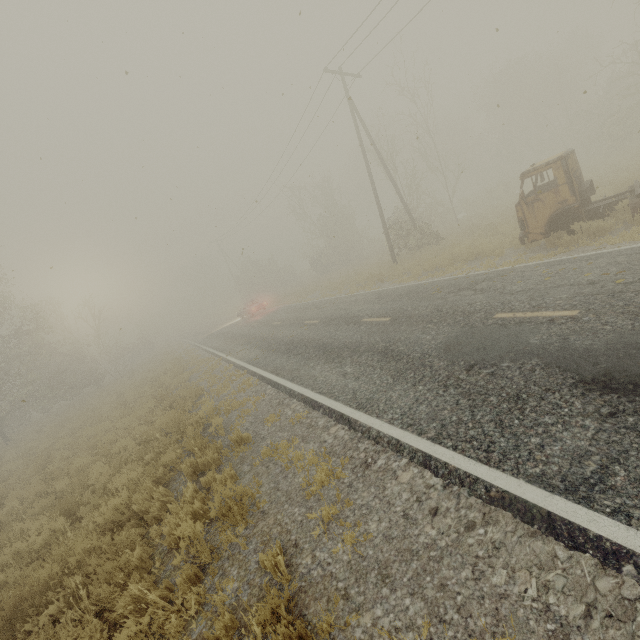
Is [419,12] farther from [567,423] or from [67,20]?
[567,423]

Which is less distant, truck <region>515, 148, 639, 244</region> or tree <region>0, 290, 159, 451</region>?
truck <region>515, 148, 639, 244</region>

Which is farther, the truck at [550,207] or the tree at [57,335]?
the tree at [57,335]
